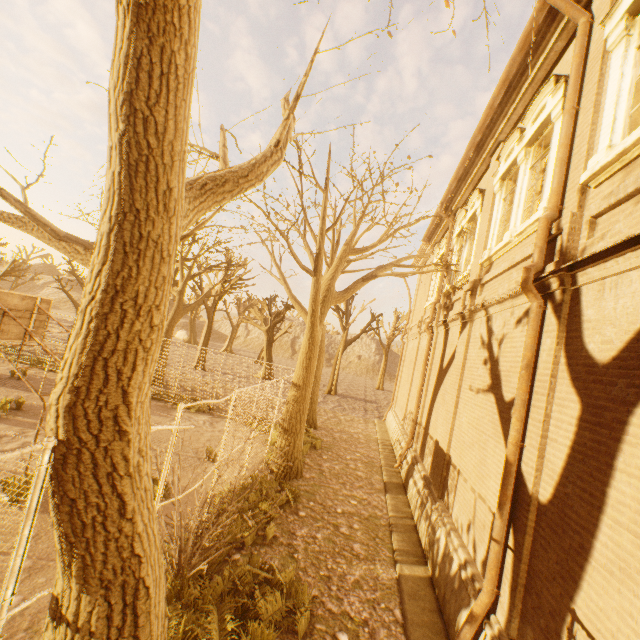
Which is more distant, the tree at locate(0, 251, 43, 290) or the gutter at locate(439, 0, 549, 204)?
the tree at locate(0, 251, 43, 290)

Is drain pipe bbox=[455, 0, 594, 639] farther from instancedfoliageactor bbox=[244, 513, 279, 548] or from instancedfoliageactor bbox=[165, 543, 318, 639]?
instancedfoliageactor bbox=[244, 513, 279, 548]

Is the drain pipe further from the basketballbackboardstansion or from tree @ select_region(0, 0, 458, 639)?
the basketballbackboardstansion

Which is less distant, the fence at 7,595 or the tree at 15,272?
the fence at 7,595

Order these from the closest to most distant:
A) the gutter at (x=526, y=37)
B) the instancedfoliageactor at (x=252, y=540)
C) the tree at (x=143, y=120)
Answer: the tree at (x=143, y=120), the gutter at (x=526, y=37), the instancedfoliageactor at (x=252, y=540)

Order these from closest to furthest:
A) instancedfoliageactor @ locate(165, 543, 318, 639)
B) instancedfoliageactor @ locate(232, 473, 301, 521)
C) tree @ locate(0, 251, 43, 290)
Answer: instancedfoliageactor @ locate(165, 543, 318, 639) < instancedfoliageactor @ locate(232, 473, 301, 521) < tree @ locate(0, 251, 43, 290)

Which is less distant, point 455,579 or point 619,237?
point 619,237

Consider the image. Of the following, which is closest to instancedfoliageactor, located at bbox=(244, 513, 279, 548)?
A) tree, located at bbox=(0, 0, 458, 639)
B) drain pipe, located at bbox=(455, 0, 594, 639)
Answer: tree, located at bbox=(0, 0, 458, 639)
